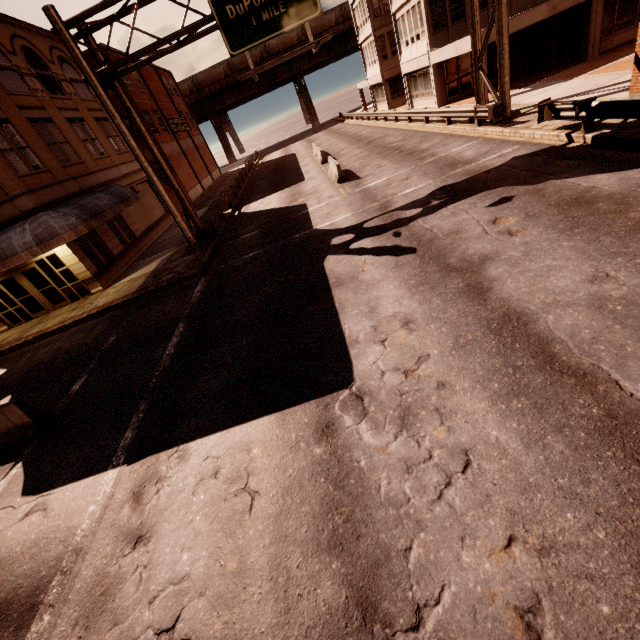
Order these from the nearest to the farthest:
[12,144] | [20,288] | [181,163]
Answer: [12,144]
[20,288]
[181,163]

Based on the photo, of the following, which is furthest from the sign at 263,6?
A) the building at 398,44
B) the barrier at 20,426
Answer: the barrier at 20,426

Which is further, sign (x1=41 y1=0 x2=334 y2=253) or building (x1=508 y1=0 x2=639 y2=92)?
building (x1=508 y1=0 x2=639 y2=92)

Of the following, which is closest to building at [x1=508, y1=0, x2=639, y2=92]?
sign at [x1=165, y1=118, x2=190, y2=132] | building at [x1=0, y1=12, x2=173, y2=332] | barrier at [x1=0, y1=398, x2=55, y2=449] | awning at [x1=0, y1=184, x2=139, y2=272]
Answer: awning at [x1=0, y1=184, x2=139, y2=272]

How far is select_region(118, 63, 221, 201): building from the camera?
32.06m

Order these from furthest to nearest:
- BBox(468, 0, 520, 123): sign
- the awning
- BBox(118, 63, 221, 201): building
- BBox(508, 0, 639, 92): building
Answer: BBox(118, 63, 221, 201): building < BBox(508, 0, 639, 92): building < the awning < BBox(468, 0, 520, 123): sign

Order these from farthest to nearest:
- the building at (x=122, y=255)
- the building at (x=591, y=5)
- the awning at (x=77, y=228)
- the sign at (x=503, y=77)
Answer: the building at (x=591, y=5)
the building at (x=122, y=255)
the awning at (x=77, y=228)
the sign at (x=503, y=77)

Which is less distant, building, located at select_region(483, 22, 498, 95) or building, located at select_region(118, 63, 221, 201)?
building, located at select_region(483, 22, 498, 95)
